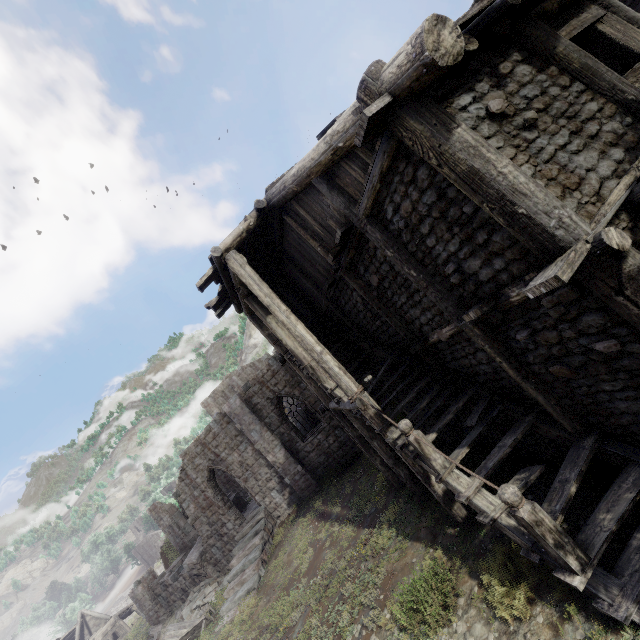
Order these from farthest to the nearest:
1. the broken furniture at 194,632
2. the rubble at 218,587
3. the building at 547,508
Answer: the rubble at 218,587
the broken furniture at 194,632
the building at 547,508

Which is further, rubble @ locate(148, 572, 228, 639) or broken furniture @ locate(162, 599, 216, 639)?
rubble @ locate(148, 572, 228, 639)

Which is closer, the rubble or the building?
the building

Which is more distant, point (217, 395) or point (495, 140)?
point (217, 395)

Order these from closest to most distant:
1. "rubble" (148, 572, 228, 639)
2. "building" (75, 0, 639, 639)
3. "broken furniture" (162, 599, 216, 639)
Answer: "building" (75, 0, 639, 639), "broken furniture" (162, 599, 216, 639), "rubble" (148, 572, 228, 639)

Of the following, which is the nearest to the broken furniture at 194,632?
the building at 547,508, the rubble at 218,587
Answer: the rubble at 218,587

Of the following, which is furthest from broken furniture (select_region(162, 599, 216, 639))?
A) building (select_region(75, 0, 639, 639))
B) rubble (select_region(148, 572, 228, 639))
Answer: building (select_region(75, 0, 639, 639))
